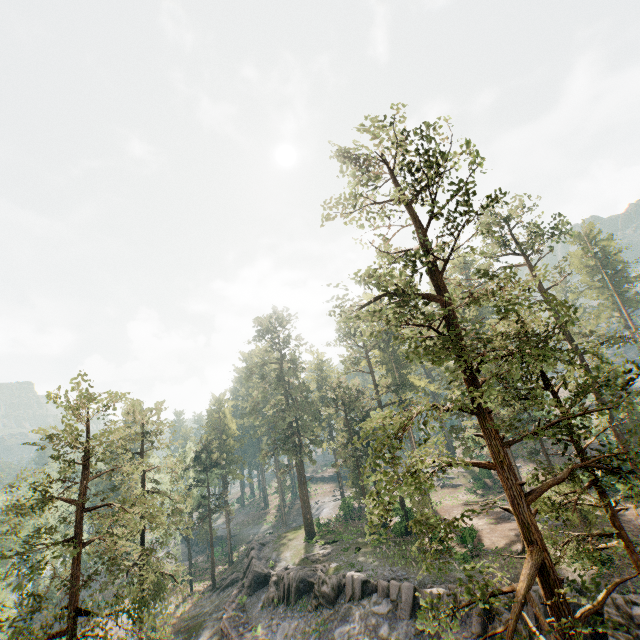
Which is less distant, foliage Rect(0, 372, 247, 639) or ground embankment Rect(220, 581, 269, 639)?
foliage Rect(0, 372, 247, 639)

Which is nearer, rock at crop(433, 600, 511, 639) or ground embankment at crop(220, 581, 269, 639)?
rock at crop(433, 600, 511, 639)

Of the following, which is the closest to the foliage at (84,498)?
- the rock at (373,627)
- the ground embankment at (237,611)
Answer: the rock at (373,627)

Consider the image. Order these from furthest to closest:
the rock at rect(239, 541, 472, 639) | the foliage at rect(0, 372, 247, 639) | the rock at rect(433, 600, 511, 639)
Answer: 1. the rock at rect(239, 541, 472, 639)
2. the rock at rect(433, 600, 511, 639)
3. the foliage at rect(0, 372, 247, 639)

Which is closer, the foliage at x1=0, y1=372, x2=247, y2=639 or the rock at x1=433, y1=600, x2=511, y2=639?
the foliage at x1=0, y1=372, x2=247, y2=639

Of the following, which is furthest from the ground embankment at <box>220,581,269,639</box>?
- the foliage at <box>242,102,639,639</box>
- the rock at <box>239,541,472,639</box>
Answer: the foliage at <box>242,102,639,639</box>

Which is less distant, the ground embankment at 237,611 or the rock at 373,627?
the rock at 373,627

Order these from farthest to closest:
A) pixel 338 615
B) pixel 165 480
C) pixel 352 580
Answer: Answer:
1. pixel 165 480
2. pixel 352 580
3. pixel 338 615
